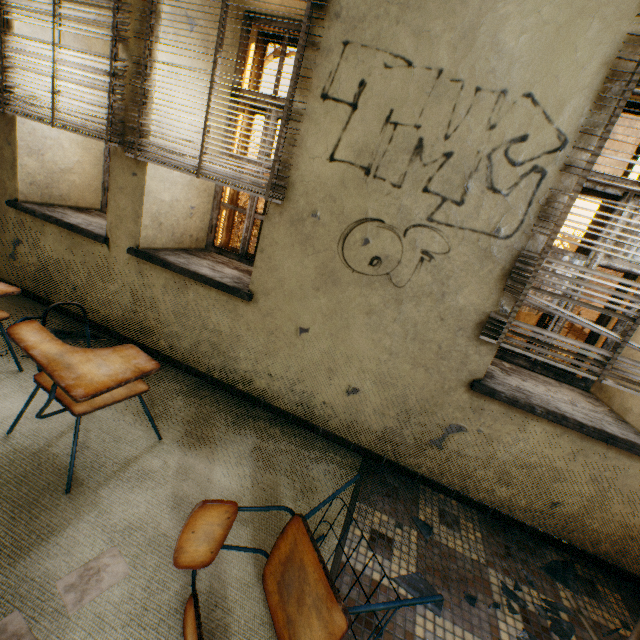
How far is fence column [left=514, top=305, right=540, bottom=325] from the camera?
9.78m

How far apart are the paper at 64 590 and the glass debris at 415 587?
1.2 meters

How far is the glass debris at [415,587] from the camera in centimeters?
155cm

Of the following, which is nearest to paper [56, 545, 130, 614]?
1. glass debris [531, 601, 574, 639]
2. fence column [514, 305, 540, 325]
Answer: glass debris [531, 601, 574, 639]

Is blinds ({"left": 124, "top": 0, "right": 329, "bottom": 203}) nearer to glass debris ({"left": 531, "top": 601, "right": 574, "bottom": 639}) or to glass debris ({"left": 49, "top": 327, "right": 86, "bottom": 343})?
glass debris ({"left": 49, "top": 327, "right": 86, "bottom": 343})

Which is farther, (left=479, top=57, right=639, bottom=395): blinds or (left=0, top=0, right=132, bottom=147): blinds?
(left=0, top=0, right=132, bottom=147): blinds

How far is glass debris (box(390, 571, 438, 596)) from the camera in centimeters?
155cm

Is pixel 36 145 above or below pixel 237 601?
above
